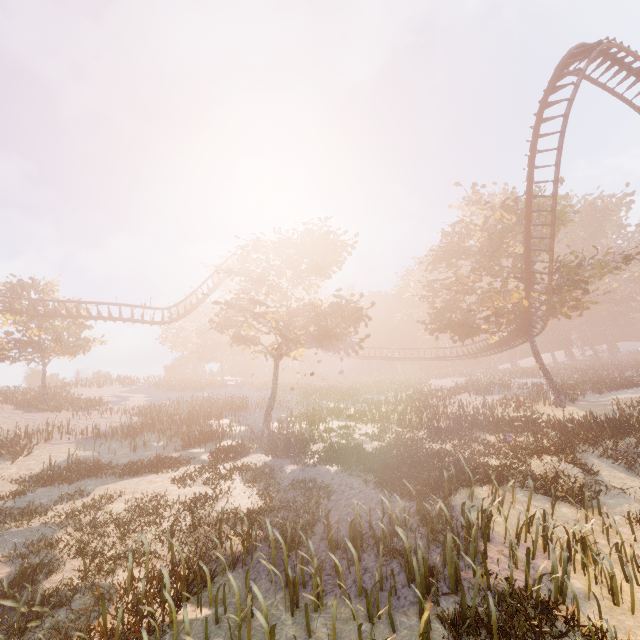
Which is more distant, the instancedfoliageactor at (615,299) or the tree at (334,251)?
the instancedfoliageactor at (615,299)

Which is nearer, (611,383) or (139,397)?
(611,383)

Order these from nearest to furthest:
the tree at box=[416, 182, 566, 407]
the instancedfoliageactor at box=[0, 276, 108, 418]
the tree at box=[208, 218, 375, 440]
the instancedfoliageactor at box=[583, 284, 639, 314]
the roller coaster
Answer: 1. the roller coaster
2. the tree at box=[208, 218, 375, 440]
3. the tree at box=[416, 182, 566, 407]
4. the instancedfoliageactor at box=[0, 276, 108, 418]
5. the instancedfoliageactor at box=[583, 284, 639, 314]

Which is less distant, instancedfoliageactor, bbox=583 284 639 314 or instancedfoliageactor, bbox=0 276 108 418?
instancedfoliageactor, bbox=0 276 108 418

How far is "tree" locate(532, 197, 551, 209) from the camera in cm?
2524

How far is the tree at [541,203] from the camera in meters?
25.2 m

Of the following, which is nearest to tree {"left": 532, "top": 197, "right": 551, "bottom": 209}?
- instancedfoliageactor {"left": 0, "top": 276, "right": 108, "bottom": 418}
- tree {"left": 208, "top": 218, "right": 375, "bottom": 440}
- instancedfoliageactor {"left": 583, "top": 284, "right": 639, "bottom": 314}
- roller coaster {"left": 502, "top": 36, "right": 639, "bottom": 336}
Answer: roller coaster {"left": 502, "top": 36, "right": 639, "bottom": 336}
